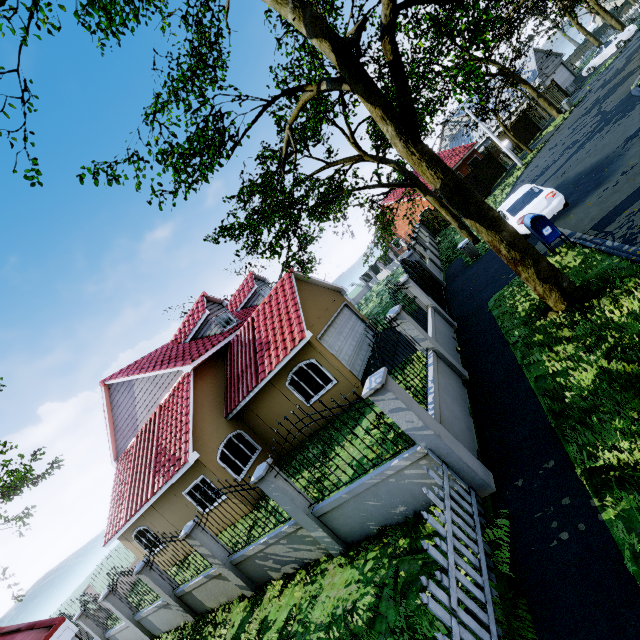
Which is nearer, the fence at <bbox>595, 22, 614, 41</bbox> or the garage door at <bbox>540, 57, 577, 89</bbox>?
the garage door at <bbox>540, 57, 577, 89</bbox>

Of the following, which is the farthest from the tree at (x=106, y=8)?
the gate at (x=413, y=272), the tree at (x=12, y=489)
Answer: the tree at (x=12, y=489)

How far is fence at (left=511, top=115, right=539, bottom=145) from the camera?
30.41m

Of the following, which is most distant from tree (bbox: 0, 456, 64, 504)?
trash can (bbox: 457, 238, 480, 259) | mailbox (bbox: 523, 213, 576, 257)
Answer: trash can (bbox: 457, 238, 480, 259)

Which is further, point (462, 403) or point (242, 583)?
point (242, 583)

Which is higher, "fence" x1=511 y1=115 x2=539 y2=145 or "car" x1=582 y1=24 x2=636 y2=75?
"fence" x1=511 y1=115 x2=539 y2=145

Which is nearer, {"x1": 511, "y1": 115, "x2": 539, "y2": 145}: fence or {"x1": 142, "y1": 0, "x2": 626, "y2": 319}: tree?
{"x1": 142, "y1": 0, "x2": 626, "y2": 319}: tree

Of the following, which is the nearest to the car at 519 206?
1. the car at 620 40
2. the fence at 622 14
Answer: the fence at 622 14
